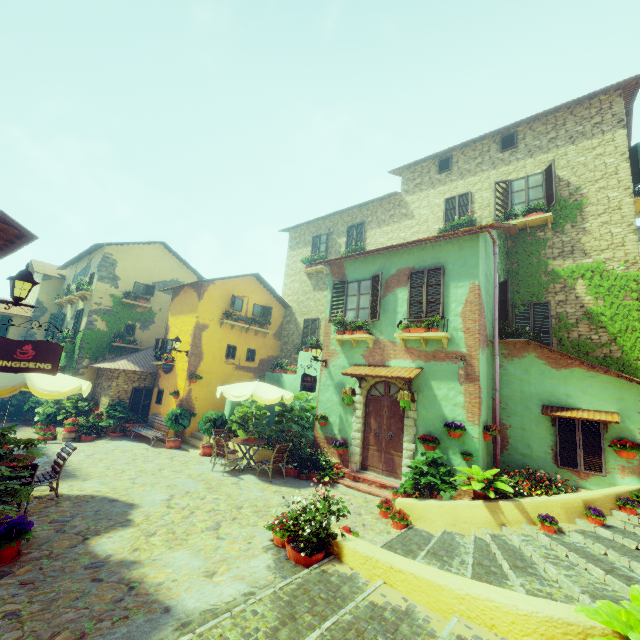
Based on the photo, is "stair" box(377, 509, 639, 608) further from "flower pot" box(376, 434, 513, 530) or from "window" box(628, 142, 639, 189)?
"window" box(628, 142, 639, 189)

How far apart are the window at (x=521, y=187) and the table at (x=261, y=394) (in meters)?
10.09

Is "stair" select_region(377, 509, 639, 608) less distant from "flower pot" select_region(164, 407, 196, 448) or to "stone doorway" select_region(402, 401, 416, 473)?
"stone doorway" select_region(402, 401, 416, 473)

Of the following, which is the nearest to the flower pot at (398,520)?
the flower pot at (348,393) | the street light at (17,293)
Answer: the flower pot at (348,393)

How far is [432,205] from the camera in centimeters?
1442cm

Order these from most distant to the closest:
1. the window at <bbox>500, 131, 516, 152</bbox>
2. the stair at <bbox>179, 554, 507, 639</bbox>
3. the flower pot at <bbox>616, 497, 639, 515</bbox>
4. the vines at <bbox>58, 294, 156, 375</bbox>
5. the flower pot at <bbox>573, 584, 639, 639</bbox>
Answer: the vines at <bbox>58, 294, 156, 375</bbox>, the window at <bbox>500, 131, 516, 152</bbox>, the flower pot at <bbox>616, 497, 639, 515</bbox>, the stair at <bbox>179, 554, 507, 639</bbox>, the flower pot at <bbox>573, 584, 639, 639</bbox>

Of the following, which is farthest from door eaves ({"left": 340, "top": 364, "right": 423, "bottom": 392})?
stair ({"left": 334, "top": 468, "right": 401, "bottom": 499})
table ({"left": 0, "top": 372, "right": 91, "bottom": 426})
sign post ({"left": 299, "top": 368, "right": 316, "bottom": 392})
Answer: table ({"left": 0, "top": 372, "right": 91, "bottom": 426})

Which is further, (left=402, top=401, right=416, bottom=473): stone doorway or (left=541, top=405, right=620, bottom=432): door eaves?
(left=402, top=401, right=416, bottom=473): stone doorway
